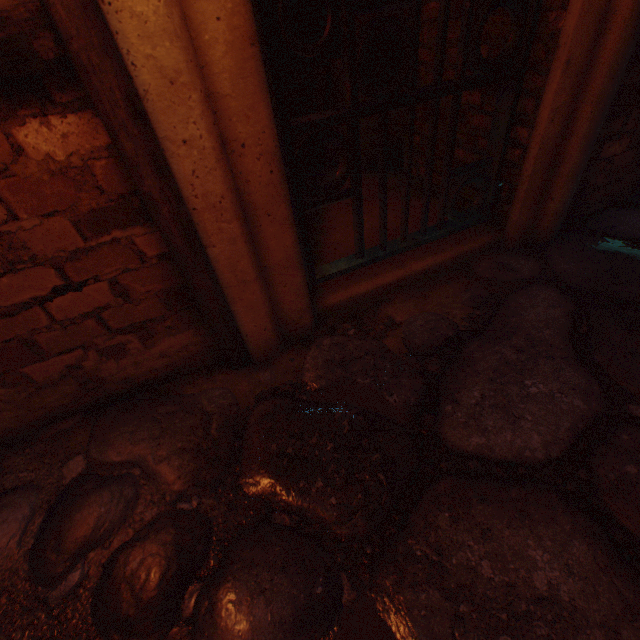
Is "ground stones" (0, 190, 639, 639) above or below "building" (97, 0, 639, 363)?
below

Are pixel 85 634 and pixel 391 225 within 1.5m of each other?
no

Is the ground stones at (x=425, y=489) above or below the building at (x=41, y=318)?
below
